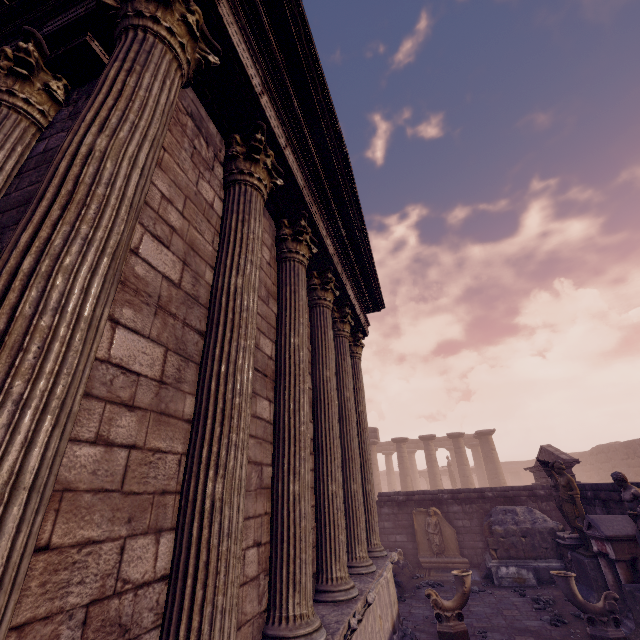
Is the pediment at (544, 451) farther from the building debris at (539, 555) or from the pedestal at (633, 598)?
the pedestal at (633, 598)

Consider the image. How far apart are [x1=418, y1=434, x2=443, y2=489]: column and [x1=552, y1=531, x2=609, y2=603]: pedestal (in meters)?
16.52

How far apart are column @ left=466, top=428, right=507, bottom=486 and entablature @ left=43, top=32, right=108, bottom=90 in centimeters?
3011cm

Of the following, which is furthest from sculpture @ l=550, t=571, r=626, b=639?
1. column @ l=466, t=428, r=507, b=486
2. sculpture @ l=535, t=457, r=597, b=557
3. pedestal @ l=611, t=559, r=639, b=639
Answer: column @ l=466, t=428, r=507, b=486

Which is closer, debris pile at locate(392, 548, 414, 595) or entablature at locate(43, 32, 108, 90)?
entablature at locate(43, 32, 108, 90)

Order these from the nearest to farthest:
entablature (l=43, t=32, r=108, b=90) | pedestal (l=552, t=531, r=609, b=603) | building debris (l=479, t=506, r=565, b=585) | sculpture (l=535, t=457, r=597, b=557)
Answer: entablature (l=43, t=32, r=108, b=90) < pedestal (l=552, t=531, r=609, b=603) < sculpture (l=535, t=457, r=597, b=557) < building debris (l=479, t=506, r=565, b=585)

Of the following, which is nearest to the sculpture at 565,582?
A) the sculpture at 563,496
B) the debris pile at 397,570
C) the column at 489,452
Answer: the sculpture at 563,496

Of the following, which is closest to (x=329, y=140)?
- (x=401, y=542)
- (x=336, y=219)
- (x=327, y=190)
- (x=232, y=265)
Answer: (x=327, y=190)
